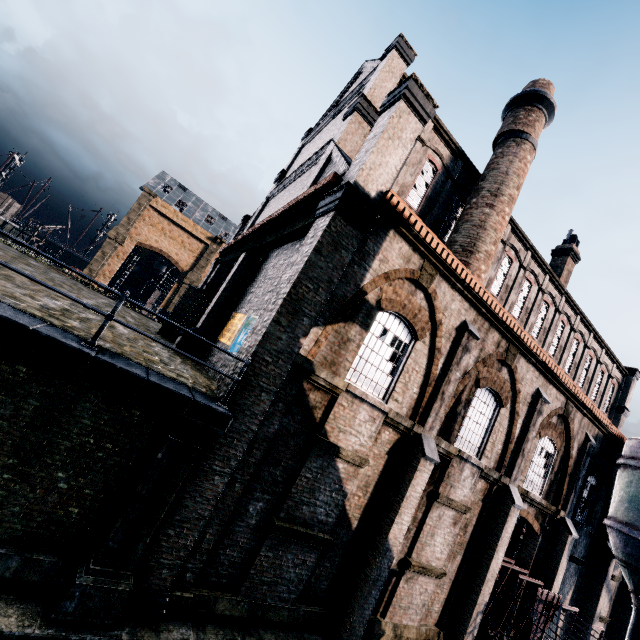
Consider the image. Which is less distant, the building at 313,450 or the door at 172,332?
the building at 313,450

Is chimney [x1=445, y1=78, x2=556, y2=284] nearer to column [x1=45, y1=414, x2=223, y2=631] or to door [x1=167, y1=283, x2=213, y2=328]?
door [x1=167, y1=283, x2=213, y2=328]

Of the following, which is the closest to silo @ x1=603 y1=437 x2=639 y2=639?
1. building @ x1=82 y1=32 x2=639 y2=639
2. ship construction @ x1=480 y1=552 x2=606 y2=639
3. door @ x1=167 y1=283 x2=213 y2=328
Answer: building @ x1=82 y1=32 x2=639 y2=639

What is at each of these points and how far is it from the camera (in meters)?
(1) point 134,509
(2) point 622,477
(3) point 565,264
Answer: (1) column, 6.92
(2) silo, 17.95
(3) chimney, 26.39

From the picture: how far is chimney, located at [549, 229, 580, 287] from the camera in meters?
26.4 m

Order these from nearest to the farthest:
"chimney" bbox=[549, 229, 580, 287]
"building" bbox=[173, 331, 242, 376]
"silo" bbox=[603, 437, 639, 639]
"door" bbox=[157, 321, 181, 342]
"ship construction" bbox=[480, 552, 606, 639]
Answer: "building" bbox=[173, 331, 242, 376] < "ship construction" bbox=[480, 552, 606, 639] < "silo" bbox=[603, 437, 639, 639] < "door" bbox=[157, 321, 181, 342] < "chimney" bbox=[549, 229, 580, 287]

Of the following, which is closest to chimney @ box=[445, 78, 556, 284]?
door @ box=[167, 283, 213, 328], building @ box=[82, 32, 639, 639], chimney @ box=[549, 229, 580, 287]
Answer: building @ box=[82, 32, 639, 639]
